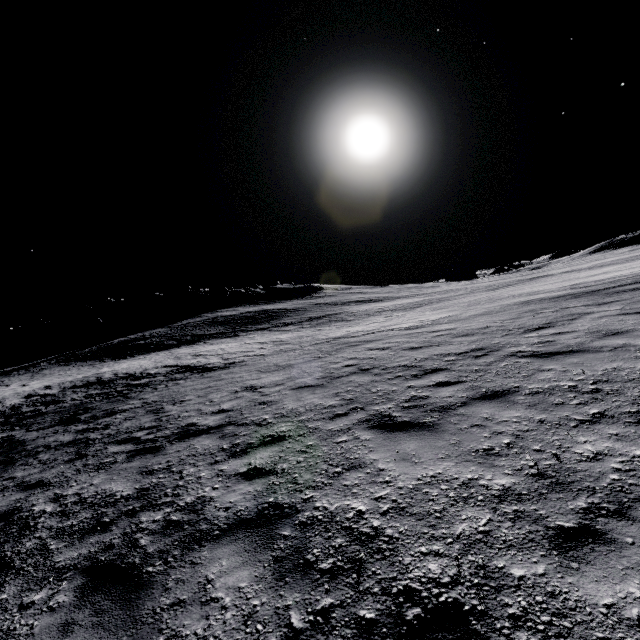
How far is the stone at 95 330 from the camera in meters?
54.4 m

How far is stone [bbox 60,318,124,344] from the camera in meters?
54.4 m

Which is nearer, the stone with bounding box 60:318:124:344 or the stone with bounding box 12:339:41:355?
the stone with bounding box 12:339:41:355

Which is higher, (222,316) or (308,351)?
(222,316)

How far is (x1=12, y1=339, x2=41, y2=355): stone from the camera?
52.0 meters

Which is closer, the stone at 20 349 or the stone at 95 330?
the stone at 20 349
